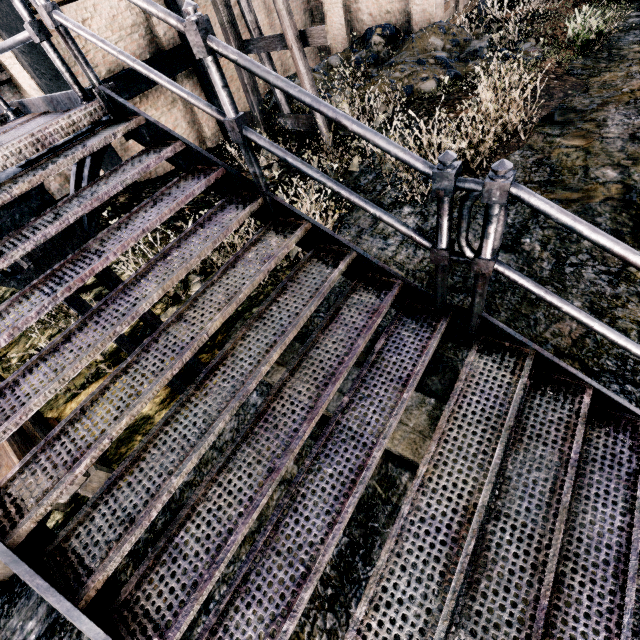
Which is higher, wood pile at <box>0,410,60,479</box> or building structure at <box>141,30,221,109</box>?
building structure at <box>141,30,221,109</box>

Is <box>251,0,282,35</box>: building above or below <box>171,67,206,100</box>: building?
above

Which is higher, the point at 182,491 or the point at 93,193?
the point at 93,193

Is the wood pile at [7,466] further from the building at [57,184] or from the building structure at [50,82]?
the building at [57,184]

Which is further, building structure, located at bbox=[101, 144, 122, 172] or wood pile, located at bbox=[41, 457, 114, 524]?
building structure, located at bbox=[101, 144, 122, 172]

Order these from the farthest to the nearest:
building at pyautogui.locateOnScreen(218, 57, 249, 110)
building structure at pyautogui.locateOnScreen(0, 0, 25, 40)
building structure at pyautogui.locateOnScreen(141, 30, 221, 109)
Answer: building at pyautogui.locateOnScreen(218, 57, 249, 110)
building structure at pyautogui.locateOnScreen(141, 30, 221, 109)
building structure at pyautogui.locateOnScreen(0, 0, 25, 40)

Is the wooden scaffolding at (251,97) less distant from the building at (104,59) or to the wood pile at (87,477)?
the building at (104,59)

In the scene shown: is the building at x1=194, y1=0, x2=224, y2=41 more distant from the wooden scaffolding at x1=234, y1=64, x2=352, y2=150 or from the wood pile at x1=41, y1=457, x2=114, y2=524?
the wood pile at x1=41, y1=457, x2=114, y2=524
